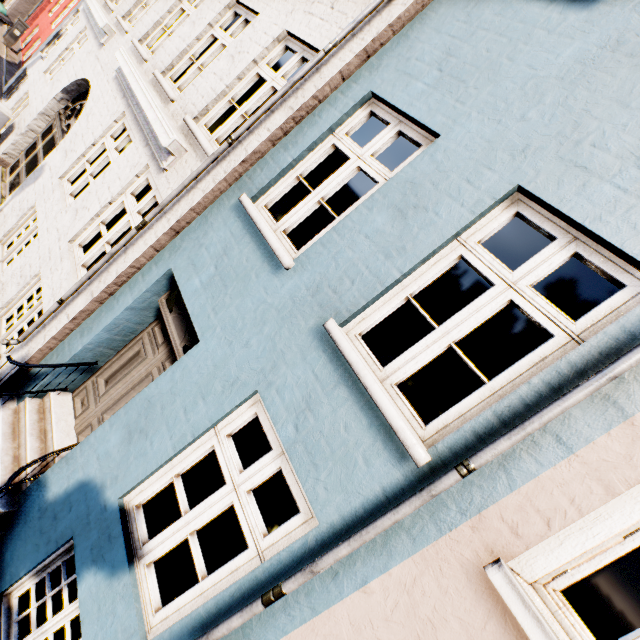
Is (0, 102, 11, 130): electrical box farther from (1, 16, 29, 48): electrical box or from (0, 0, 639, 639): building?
(1, 16, 29, 48): electrical box

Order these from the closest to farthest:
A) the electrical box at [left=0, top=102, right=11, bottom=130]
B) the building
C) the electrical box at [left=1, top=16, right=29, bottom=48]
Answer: the building, the electrical box at [left=0, top=102, right=11, bottom=130], the electrical box at [left=1, top=16, right=29, bottom=48]

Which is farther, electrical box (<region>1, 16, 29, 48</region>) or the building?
electrical box (<region>1, 16, 29, 48</region>)

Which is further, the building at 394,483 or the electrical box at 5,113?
the electrical box at 5,113

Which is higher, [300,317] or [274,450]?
[300,317]

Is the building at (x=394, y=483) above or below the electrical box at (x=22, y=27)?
above

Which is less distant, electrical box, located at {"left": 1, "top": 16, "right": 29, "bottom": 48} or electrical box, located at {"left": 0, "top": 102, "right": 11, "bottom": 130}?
electrical box, located at {"left": 0, "top": 102, "right": 11, "bottom": 130}
